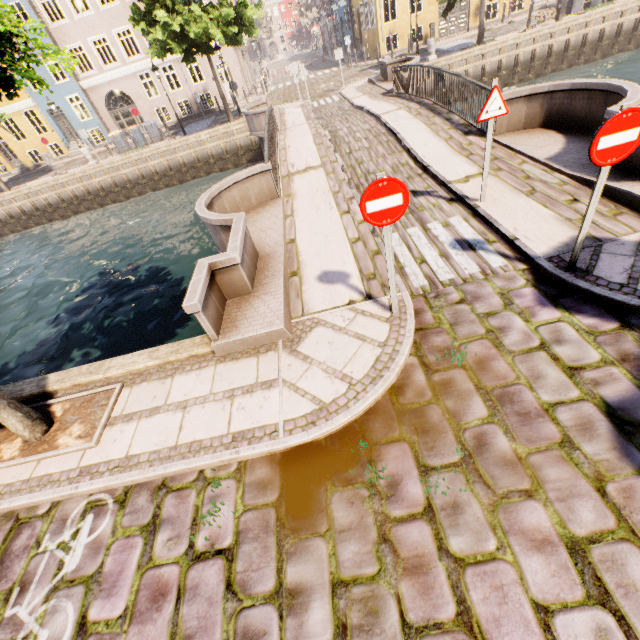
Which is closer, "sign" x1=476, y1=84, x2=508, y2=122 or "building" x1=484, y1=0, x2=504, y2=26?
"sign" x1=476, y1=84, x2=508, y2=122

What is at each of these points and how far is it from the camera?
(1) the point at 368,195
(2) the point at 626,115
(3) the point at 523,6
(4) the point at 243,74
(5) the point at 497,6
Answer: (1) sign, 3.4m
(2) sign, 3.2m
(3) building, 25.4m
(4) building, 29.7m
(5) building, 25.2m

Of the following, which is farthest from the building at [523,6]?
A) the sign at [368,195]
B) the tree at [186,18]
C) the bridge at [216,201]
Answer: the sign at [368,195]

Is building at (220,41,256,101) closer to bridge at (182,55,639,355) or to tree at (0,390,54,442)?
tree at (0,390,54,442)

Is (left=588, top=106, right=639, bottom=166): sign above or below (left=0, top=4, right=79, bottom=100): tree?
below

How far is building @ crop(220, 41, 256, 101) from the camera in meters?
26.9 m

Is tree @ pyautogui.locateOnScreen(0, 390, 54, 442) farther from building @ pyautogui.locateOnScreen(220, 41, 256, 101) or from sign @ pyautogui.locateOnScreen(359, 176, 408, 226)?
building @ pyautogui.locateOnScreen(220, 41, 256, 101)

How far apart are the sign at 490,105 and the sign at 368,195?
3.2 meters
